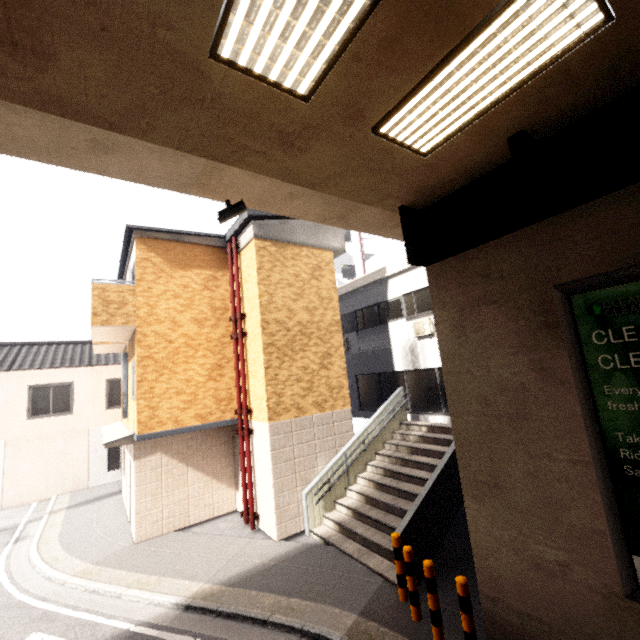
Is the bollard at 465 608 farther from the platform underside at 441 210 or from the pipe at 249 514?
the pipe at 249 514

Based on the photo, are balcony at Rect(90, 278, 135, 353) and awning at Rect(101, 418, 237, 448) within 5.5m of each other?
yes

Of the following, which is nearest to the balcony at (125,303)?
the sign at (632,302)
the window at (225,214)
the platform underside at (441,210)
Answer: the window at (225,214)

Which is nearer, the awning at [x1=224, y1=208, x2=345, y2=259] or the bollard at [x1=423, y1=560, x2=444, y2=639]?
the bollard at [x1=423, y1=560, x2=444, y2=639]

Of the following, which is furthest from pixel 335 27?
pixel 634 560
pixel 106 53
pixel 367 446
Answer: pixel 367 446

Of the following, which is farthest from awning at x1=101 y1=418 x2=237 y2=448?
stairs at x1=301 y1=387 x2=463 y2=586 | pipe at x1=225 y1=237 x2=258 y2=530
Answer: stairs at x1=301 y1=387 x2=463 y2=586

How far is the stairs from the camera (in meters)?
6.65

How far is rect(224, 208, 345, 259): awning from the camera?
9.9 meters
